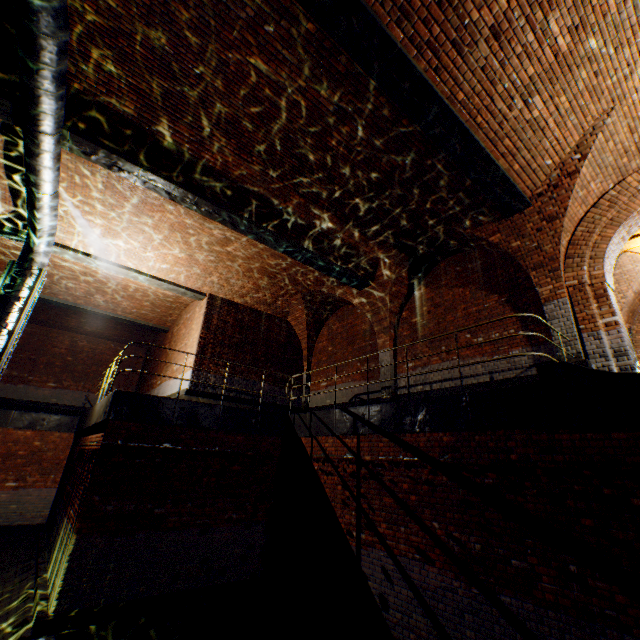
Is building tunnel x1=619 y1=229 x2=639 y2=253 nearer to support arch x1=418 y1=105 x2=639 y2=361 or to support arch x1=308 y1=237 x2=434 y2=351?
support arch x1=418 y1=105 x2=639 y2=361

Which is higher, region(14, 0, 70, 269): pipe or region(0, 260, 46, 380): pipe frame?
region(14, 0, 70, 269): pipe

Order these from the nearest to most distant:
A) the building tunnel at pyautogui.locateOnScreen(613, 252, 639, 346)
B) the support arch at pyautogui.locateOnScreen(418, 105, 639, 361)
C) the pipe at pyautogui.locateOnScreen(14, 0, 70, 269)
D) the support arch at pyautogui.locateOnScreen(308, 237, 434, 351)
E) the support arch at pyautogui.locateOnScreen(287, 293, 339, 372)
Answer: the pipe at pyautogui.locateOnScreen(14, 0, 70, 269)
the support arch at pyautogui.locateOnScreen(418, 105, 639, 361)
the building tunnel at pyautogui.locateOnScreen(613, 252, 639, 346)
the support arch at pyautogui.locateOnScreen(308, 237, 434, 351)
the support arch at pyautogui.locateOnScreen(287, 293, 339, 372)

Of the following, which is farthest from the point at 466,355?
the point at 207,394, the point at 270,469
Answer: the point at 207,394

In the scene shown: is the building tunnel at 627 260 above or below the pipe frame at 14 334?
above

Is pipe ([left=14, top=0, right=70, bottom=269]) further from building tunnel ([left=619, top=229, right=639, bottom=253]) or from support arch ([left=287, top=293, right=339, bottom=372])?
building tunnel ([left=619, top=229, right=639, bottom=253])

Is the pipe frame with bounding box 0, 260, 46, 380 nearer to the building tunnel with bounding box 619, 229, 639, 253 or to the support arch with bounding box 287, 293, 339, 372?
the support arch with bounding box 287, 293, 339, 372

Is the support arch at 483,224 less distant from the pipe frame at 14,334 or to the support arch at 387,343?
the support arch at 387,343
